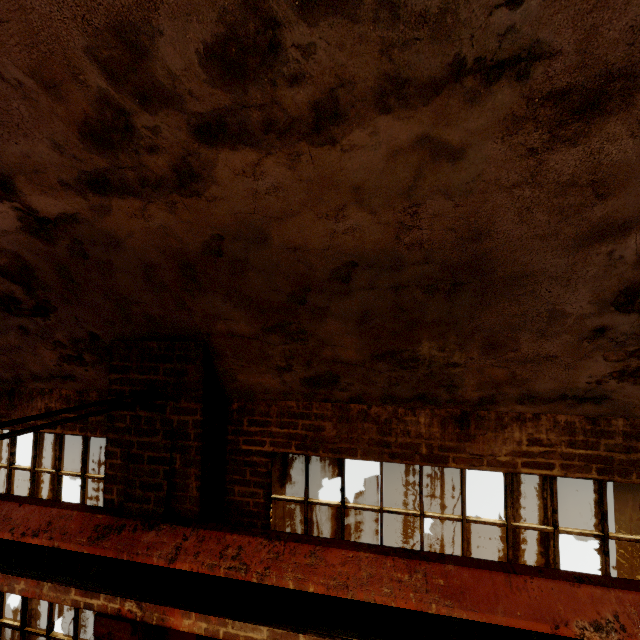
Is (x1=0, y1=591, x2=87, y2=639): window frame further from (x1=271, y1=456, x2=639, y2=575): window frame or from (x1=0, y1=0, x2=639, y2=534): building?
(x1=271, y1=456, x2=639, y2=575): window frame

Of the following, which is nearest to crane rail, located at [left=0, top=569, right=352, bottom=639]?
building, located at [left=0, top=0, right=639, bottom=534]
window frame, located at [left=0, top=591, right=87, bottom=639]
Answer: building, located at [left=0, top=0, right=639, bottom=534]

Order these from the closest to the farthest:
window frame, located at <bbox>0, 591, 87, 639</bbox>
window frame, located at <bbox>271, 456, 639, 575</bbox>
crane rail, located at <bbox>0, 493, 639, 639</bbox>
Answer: crane rail, located at <bbox>0, 493, 639, 639</bbox> < window frame, located at <bbox>271, 456, 639, 575</bbox> < window frame, located at <bbox>0, 591, 87, 639</bbox>

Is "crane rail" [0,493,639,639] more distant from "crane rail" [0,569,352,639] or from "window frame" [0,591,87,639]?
"window frame" [0,591,87,639]

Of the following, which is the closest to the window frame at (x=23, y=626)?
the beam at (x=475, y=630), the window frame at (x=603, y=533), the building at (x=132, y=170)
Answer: the building at (x=132, y=170)

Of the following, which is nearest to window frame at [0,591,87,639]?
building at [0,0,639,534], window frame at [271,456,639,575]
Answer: building at [0,0,639,534]

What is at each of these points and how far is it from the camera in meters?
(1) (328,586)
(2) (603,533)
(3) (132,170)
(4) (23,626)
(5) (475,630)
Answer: (1) crane rail, 2.2
(2) window frame, 2.5
(3) building, 1.8
(4) window frame, 3.6
(5) beam, 2.1

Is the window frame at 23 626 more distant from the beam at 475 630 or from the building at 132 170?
the beam at 475 630
